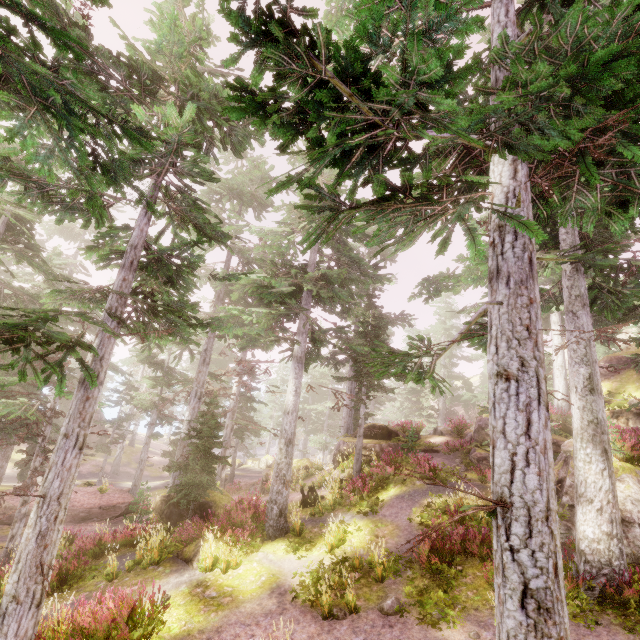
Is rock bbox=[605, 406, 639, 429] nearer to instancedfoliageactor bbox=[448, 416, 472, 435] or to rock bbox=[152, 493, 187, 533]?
instancedfoliageactor bbox=[448, 416, 472, 435]

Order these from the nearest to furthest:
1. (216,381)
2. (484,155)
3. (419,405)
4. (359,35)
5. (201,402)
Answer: (359,35)
(484,155)
(201,402)
(216,381)
(419,405)

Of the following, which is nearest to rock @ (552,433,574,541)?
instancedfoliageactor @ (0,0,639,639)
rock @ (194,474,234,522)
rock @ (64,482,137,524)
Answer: instancedfoliageactor @ (0,0,639,639)

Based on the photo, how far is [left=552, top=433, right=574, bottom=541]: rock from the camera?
10.7 meters

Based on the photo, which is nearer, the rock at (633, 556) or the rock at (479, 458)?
the rock at (633, 556)

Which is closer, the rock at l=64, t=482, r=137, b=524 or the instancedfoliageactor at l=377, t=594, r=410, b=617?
the instancedfoliageactor at l=377, t=594, r=410, b=617

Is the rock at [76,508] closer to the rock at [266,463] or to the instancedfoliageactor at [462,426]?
the instancedfoliageactor at [462,426]
